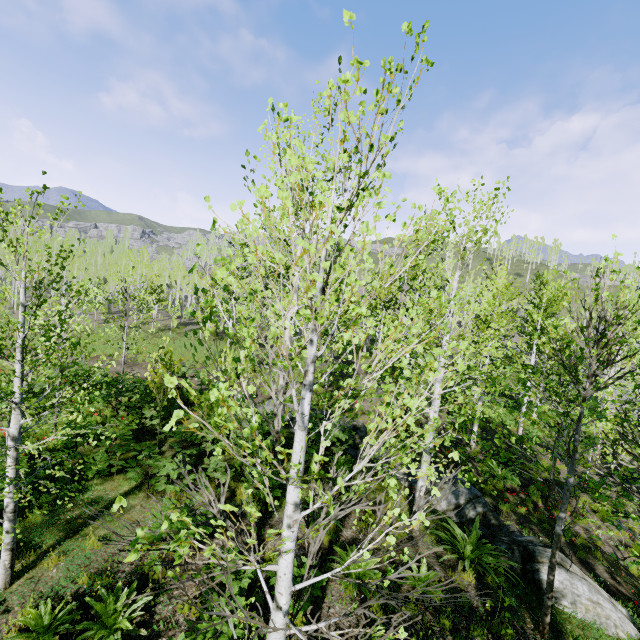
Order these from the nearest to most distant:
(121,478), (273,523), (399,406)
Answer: (273,523) → (121,478) → (399,406)

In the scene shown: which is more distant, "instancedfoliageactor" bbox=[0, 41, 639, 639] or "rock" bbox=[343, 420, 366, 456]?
"rock" bbox=[343, 420, 366, 456]

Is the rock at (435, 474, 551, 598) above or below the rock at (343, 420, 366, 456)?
below

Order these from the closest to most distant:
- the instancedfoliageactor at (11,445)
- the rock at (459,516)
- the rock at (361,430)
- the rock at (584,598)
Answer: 1. the instancedfoliageactor at (11,445)
2. the rock at (584,598)
3. the rock at (459,516)
4. the rock at (361,430)

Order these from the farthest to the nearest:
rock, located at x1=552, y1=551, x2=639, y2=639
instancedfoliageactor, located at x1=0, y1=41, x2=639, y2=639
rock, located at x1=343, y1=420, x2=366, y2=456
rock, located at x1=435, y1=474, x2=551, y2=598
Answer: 1. rock, located at x1=343, y1=420, x2=366, y2=456
2. rock, located at x1=435, y1=474, x2=551, y2=598
3. rock, located at x1=552, y1=551, x2=639, y2=639
4. instancedfoliageactor, located at x1=0, y1=41, x2=639, y2=639

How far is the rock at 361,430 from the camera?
11.7 meters

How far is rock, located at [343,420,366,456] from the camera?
11.73m
